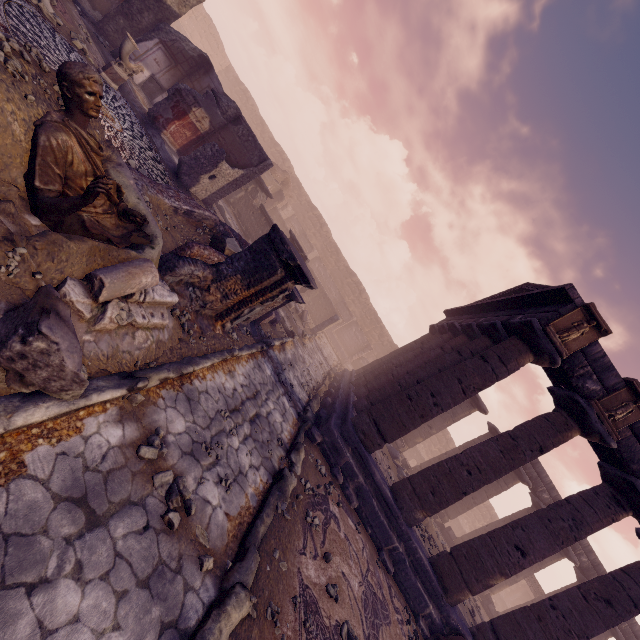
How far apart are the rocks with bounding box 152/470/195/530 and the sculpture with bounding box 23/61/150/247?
2.5m

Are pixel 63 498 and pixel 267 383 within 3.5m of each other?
no

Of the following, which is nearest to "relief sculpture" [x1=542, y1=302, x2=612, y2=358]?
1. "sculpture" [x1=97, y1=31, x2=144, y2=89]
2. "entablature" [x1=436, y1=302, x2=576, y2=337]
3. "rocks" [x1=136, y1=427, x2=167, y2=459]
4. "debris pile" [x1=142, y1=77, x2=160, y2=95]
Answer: "entablature" [x1=436, y1=302, x2=576, y2=337]

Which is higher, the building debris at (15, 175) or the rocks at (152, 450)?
the building debris at (15, 175)

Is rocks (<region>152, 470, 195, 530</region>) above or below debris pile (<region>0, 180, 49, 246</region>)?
below

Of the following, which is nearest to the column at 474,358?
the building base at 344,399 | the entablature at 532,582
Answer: the building base at 344,399

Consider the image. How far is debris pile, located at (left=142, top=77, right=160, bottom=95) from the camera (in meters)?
12.41

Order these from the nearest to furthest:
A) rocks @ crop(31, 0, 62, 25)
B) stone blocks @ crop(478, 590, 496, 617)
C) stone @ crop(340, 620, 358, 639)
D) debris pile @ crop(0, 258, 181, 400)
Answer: debris pile @ crop(0, 258, 181, 400), stone @ crop(340, 620, 358, 639), rocks @ crop(31, 0, 62, 25), stone blocks @ crop(478, 590, 496, 617)
